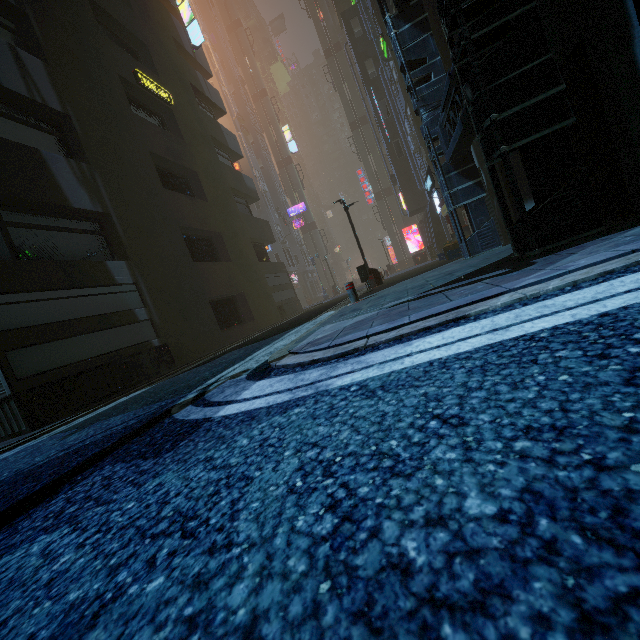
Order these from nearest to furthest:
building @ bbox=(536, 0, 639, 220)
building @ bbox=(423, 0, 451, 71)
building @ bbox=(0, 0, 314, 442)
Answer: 1. building @ bbox=(536, 0, 639, 220)
2. building @ bbox=(0, 0, 314, 442)
3. building @ bbox=(423, 0, 451, 71)

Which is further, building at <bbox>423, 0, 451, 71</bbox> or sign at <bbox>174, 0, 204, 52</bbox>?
sign at <bbox>174, 0, 204, 52</bbox>

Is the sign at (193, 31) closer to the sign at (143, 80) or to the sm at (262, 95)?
the sign at (143, 80)

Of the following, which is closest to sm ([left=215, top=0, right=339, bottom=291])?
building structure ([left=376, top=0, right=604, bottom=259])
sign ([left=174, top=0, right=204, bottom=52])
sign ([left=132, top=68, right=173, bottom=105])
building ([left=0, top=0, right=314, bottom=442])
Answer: building ([left=0, top=0, right=314, bottom=442])

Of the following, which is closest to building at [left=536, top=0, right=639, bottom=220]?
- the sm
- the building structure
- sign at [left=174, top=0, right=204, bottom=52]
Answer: the building structure

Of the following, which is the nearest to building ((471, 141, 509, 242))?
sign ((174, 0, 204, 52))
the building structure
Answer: the building structure

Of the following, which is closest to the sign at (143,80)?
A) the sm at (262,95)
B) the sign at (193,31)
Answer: the sign at (193,31)

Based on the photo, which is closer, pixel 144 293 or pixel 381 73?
pixel 144 293
